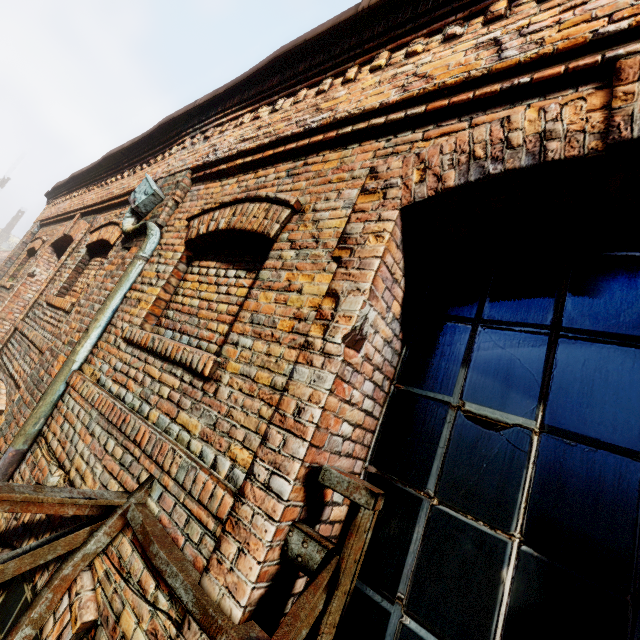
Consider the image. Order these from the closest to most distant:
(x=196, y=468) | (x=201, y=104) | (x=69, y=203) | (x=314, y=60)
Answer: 1. (x=196, y=468)
2. (x=314, y=60)
3. (x=201, y=104)
4. (x=69, y=203)
